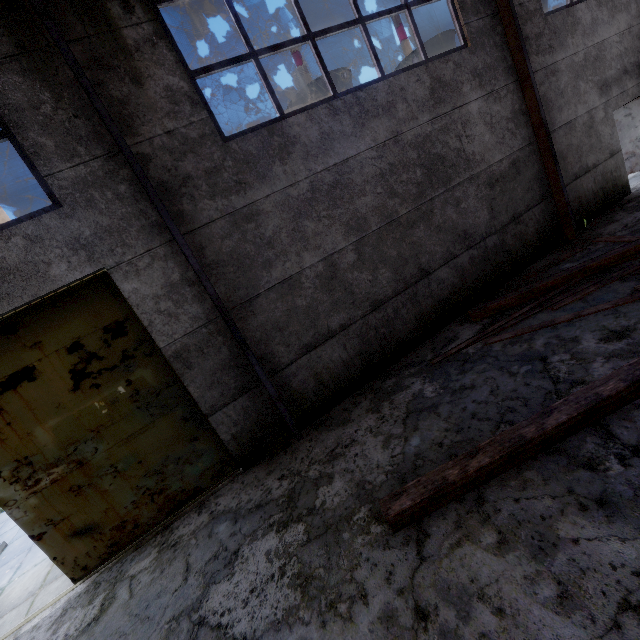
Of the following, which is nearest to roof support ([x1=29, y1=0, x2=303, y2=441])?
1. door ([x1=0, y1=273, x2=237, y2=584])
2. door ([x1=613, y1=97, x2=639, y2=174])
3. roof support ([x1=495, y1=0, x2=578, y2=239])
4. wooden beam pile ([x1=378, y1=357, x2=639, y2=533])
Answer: door ([x1=0, y1=273, x2=237, y2=584])

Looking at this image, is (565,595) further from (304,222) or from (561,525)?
(304,222)

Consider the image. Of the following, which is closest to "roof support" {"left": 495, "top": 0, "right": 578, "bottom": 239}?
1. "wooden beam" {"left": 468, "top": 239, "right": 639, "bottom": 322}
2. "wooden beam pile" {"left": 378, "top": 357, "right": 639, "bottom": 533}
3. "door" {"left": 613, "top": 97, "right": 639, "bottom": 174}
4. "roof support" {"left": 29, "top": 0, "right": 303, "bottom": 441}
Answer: "wooden beam pile" {"left": 378, "top": 357, "right": 639, "bottom": 533}

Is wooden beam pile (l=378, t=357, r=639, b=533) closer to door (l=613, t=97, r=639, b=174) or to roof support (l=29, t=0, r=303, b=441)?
roof support (l=29, t=0, r=303, b=441)

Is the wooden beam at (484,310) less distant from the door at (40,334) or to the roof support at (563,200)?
the roof support at (563,200)

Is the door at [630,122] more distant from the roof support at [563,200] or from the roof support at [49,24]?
the roof support at [49,24]

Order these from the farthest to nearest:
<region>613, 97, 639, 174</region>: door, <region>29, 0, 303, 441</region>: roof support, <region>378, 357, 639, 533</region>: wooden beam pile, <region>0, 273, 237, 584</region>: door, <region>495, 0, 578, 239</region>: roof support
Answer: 1. <region>613, 97, 639, 174</region>: door
2. <region>495, 0, 578, 239</region>: roof support
3. <region>0, 273, 237, 584</region>: door
4. <region>29, 0, 303, 441</region>: roof support
5. <region>378, 357, 639, 533</region>: wooden beam pile
